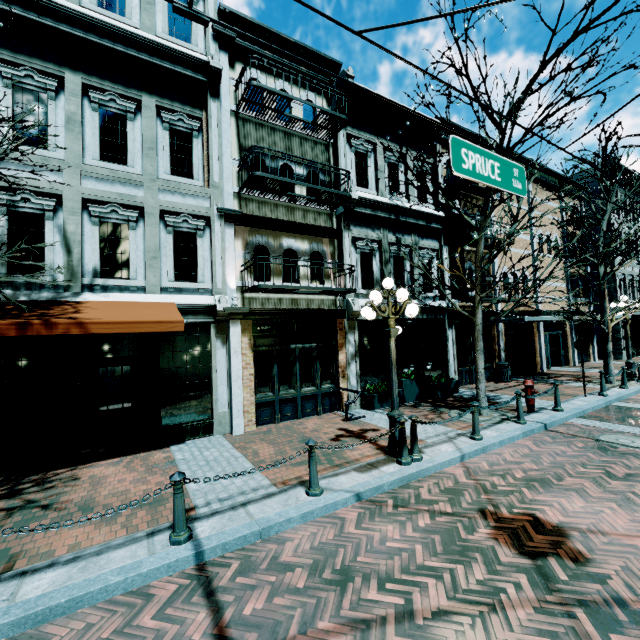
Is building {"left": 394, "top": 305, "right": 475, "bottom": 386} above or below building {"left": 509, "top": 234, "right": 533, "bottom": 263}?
below

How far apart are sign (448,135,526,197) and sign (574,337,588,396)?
9.2 meters

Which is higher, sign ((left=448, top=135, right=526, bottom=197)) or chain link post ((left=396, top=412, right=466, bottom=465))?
sign ((left=448, top=135, right=526, bottom=197))

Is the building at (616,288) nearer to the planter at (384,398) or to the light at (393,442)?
the planter at (384,398)

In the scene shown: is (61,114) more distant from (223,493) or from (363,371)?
(363,371)

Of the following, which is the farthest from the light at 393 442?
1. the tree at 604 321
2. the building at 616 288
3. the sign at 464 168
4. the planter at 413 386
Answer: the building at 616 288

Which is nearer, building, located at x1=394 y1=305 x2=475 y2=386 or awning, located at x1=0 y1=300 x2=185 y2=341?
awning, located at x1=0 y1=300 x2=185 y2=341

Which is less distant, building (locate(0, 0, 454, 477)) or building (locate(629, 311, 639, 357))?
building (locate(0, 0, 454, 477))
